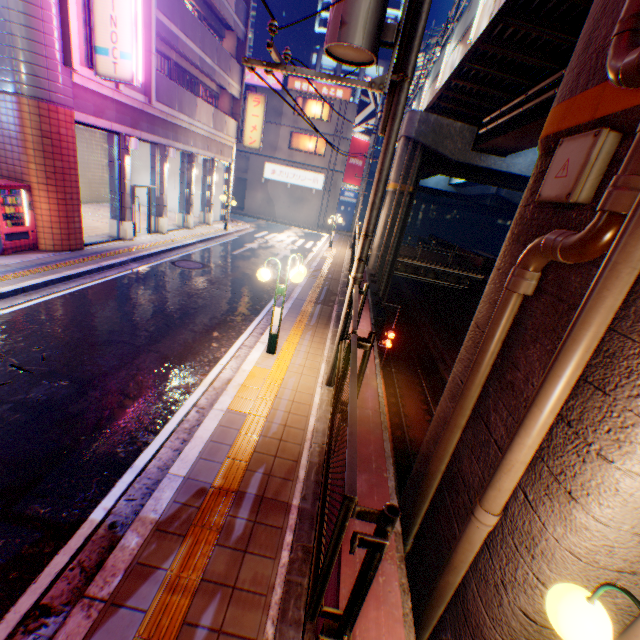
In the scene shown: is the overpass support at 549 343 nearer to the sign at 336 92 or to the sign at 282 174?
the sign at 336 92

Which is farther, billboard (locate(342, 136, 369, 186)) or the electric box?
billboard (locate(342, 136, 369, 186))

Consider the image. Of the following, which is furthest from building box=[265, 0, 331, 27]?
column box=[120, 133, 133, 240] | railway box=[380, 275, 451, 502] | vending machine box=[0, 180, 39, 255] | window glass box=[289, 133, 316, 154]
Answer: vending machine box=[0, 180, 39, 255]

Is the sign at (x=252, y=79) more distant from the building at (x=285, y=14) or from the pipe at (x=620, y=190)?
the pipe at (x=620, y=190)

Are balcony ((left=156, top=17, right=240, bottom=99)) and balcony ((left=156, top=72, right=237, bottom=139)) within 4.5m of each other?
yes

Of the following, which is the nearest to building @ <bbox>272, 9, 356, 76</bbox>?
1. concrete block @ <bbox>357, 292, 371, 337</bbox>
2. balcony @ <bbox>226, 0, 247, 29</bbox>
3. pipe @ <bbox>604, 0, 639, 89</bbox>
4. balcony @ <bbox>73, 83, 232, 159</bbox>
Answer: balcony @ <bbox>226, 0, 247, 29</bbox>

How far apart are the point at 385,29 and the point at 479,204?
49.4 meters

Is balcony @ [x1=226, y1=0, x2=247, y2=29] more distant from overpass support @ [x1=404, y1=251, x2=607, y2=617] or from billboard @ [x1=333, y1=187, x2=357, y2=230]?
billboard @ [x1=333, y1=187, x2=357, y2=230]
